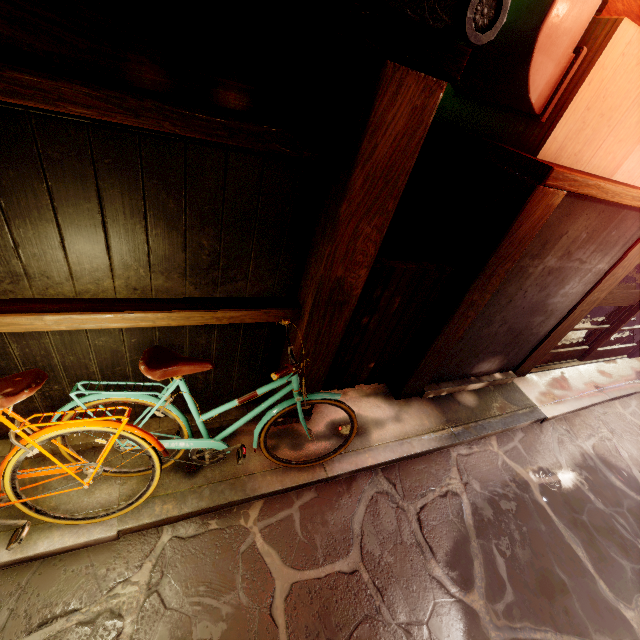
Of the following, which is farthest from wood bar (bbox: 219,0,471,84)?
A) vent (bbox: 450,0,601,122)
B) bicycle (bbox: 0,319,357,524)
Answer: bicycle (bbox: 0,319,357,524)

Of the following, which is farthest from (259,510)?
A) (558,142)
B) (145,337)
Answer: (558,142)

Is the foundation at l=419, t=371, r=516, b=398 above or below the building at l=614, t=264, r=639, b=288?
below

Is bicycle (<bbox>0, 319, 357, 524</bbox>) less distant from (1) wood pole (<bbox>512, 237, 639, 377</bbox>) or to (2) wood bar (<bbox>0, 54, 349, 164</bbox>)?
(2) wood bar (<bbox>0, 54, 349, 164</bbox>)

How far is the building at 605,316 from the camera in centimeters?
1313cm

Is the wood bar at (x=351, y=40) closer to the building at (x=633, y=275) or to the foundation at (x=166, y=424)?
the foundation at (x=166, y=424)

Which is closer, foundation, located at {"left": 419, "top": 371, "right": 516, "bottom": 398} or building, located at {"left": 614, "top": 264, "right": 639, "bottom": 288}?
foundation, located at {"left": 419, "top": 371, "right": 516, "bottom": 398}

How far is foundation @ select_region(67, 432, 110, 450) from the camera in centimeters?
509cm
